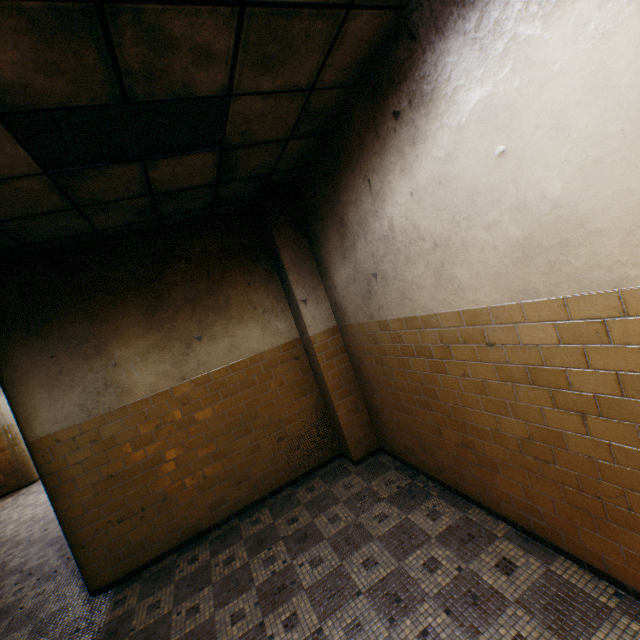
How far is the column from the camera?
4.43m

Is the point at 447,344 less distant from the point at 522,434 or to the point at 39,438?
the point at 522,434

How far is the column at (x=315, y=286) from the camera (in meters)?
4.43
